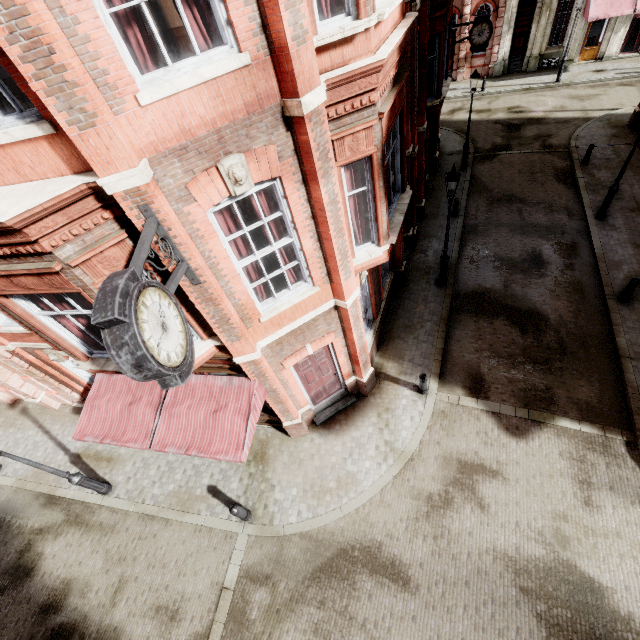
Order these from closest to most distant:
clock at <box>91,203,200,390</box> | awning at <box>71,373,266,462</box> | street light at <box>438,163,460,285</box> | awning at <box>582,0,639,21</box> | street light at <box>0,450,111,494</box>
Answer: clock at <box>91,203,200,390</box>
awning at <box>71,373,266,462</box>
street light at <box>0,450,111,494</box>
street light at <box>438,163,460,285</box>
awning at <box>582,0,639,21</box>

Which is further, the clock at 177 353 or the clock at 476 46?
the clock at 476 46

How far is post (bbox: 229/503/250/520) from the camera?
8.3 meters

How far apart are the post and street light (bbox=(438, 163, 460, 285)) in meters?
10.4 m

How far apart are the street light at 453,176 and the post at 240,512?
10.42m

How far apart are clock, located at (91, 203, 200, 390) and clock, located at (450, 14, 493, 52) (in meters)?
19.61

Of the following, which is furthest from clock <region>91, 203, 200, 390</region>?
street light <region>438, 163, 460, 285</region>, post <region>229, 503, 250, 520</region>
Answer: street light <region>438, 163, 460, 285</region>

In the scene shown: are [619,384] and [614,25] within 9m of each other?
no
